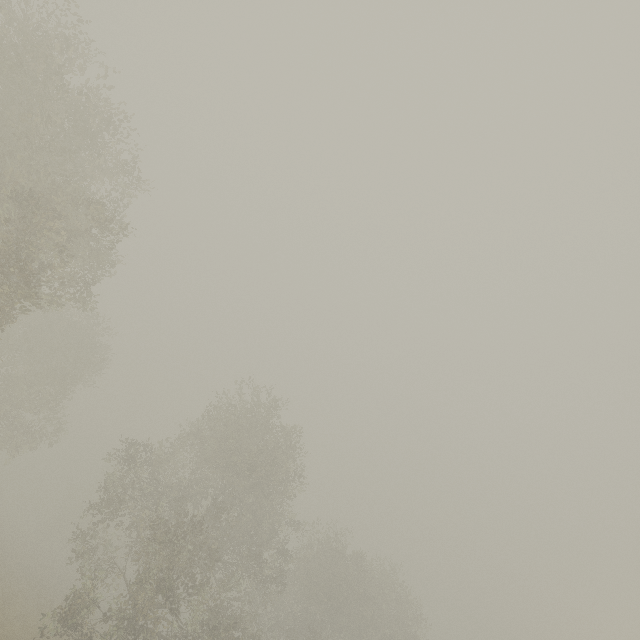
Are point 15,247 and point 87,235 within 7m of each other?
yes
